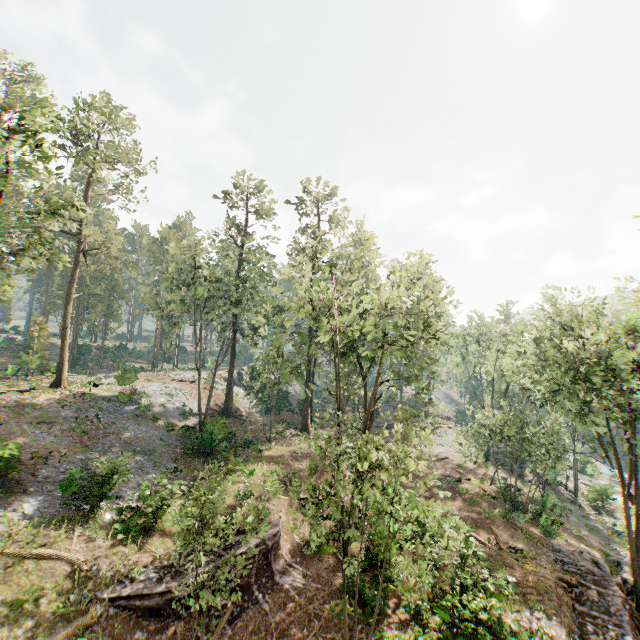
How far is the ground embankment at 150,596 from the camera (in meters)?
13.02

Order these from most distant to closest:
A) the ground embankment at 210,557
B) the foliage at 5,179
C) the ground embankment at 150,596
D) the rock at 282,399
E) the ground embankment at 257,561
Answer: the rock at 282,399
the ground embankment at 210,557
the ground embankment at 257,561
the ground embankment at 150,596
the foliage at 5,179

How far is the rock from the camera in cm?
4625

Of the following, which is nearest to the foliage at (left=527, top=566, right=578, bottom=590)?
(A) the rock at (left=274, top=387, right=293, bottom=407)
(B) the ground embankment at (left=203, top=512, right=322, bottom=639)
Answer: (A) the rock at (left=274, top=387, right=293, bottom=407)

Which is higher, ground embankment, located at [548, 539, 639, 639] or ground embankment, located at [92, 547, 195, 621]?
ground embankment, located at [92, 547, 195, 621]

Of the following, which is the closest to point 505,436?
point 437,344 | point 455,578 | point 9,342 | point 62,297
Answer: point 437,344

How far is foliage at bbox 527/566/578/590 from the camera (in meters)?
17.40

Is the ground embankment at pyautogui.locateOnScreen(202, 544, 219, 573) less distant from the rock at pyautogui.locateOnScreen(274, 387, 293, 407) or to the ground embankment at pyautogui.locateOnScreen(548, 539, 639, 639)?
the ground embankment at pyautogui.locateOnScreen(548, 539, 639, 639)
